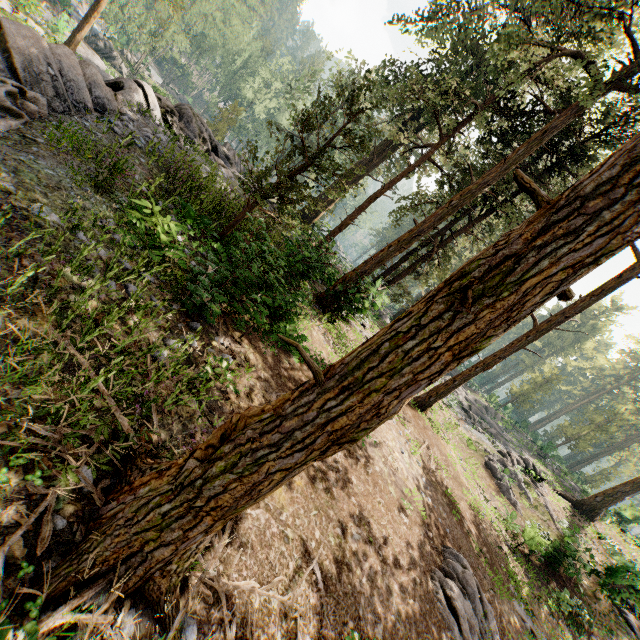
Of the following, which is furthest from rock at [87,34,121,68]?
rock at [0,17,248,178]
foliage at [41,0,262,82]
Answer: rock at [0,17,248,178]

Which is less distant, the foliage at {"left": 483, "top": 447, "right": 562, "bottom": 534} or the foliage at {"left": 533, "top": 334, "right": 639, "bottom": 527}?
the foliage at {"left": 483, "top": 447, "right": 562, "bottom": 534}

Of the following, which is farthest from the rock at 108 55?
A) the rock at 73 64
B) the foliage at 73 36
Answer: the rock at 73 64

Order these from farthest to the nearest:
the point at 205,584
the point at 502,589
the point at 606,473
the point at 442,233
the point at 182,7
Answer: the point at 606,473 → the point at 182,7 → the point at 442,233 → the point at 502,589 → the point at 205,584

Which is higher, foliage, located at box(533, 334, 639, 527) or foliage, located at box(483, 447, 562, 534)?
foliage, located at box(533, 334, 639, 527)

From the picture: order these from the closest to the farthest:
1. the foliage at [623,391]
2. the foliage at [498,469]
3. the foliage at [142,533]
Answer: the foliage at [142,533], the foliage at [498,469], the foliage at [623,391]
